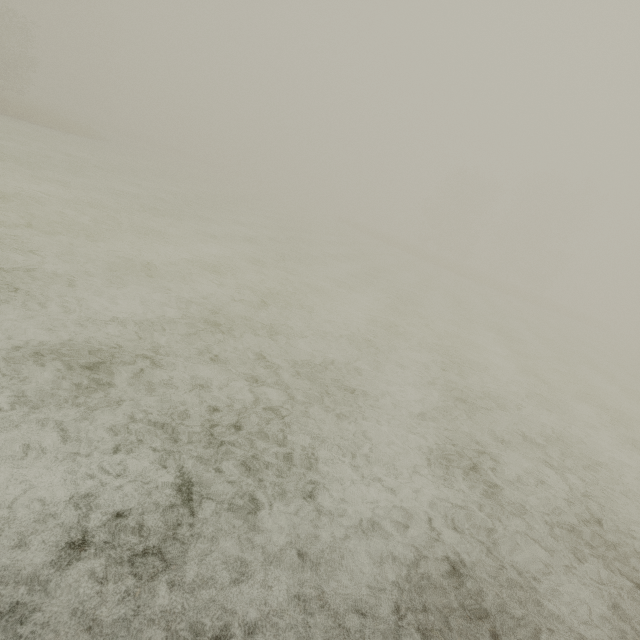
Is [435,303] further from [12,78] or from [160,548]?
[12,78]
